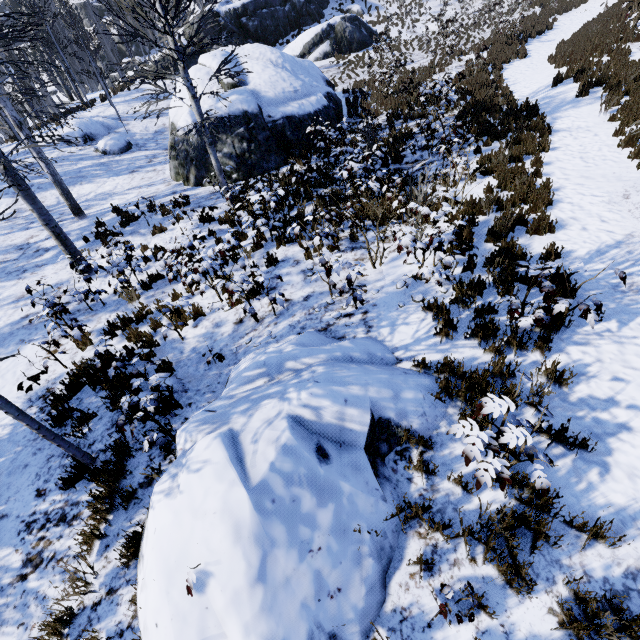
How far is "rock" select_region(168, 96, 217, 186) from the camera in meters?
12.2

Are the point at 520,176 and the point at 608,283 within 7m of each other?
yes

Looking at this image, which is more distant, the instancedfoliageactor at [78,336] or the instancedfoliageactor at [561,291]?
the instancedfoliageactor at [78,336]

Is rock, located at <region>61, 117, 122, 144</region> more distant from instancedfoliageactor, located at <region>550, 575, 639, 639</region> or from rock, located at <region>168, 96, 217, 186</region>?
rock, located at <region>168, 96, 217, 186</region>

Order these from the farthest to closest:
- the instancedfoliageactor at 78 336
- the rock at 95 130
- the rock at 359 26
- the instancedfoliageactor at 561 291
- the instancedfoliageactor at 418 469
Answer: the rock at 95 130 < the rock at 359 26 < the instancedfoliageactor at 78 336 < the instancedfoliageactor at 418 469 < the instancedfoliageactor at 561 291

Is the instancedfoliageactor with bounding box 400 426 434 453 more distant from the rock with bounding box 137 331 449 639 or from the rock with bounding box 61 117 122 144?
the rock with bounding box 137 331 449 639

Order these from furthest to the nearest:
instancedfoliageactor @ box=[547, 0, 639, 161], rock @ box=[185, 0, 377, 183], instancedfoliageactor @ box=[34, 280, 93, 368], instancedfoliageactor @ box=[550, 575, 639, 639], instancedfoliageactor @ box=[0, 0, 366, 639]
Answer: rock @ box=[185, 0, 377, 183] < instancedfoliageactor @ box=[547, 0, 639, 161] < instancedfoliageactor @ box=[34, 280, 93, 368] < instancedfoliageactor @ box=[0, 0, 366, 639] < instancedfoliageactor @ box=[550, 575, 639, 639]
